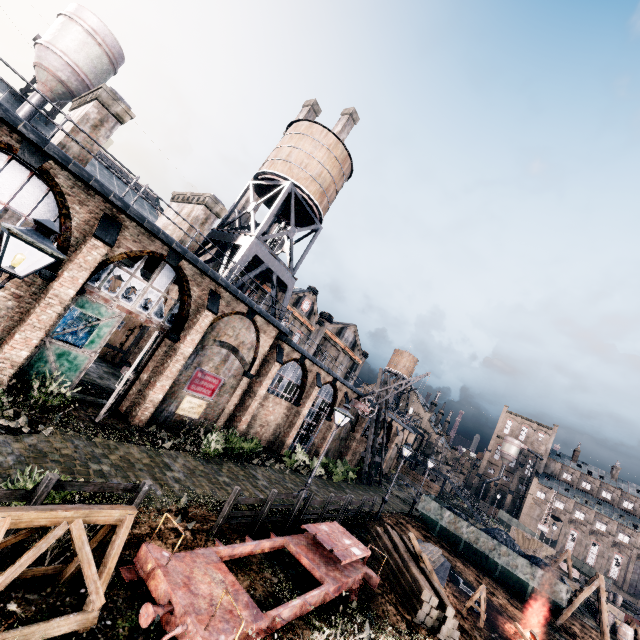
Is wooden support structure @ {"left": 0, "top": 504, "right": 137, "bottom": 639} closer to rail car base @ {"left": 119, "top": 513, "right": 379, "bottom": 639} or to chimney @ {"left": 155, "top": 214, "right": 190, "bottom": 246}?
rail car base @ {"left": 119, "top": 513, "right": 379, "bottom": 639}

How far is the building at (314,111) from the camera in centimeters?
5788cm

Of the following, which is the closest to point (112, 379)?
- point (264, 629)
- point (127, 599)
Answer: point (127, 599)

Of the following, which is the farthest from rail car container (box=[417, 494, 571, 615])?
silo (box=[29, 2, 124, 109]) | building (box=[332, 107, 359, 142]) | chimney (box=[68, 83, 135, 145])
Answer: silo (box=[29, 2, 124, 109])

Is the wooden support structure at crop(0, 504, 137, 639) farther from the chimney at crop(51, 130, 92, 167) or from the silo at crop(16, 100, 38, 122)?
the silo at crop(16, 100, 38, 122)

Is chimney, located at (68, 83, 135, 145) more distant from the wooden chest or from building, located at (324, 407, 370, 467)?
the wooden chest

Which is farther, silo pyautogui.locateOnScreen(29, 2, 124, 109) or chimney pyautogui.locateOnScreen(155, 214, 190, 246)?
silo pyautogui.locateOnScreen(29, 2, 124, 109)

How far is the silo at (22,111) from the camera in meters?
27.8
